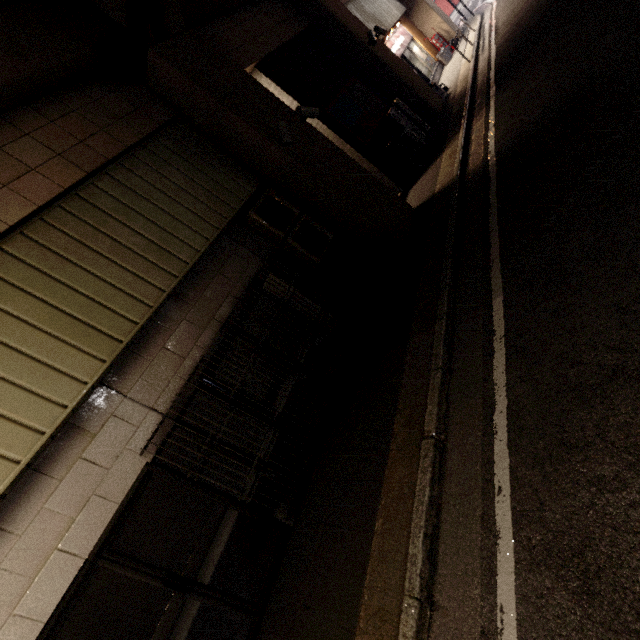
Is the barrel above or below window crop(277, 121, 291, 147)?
below

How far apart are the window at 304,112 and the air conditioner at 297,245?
1.5m

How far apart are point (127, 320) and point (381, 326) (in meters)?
3.69

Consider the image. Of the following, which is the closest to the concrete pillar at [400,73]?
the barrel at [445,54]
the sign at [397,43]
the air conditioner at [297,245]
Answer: the air conditioner at [297,245]

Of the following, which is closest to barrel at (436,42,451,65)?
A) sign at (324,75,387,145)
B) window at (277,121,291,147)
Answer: sign at (324,75,387,145)

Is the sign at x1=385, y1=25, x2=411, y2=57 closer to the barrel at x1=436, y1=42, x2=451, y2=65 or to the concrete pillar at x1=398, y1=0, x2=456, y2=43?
the concrete pillar at x1=398, y1=0, x2=456, y2=43

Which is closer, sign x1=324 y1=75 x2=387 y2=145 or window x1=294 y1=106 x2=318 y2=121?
window x1=294 y1=106 x2=318 y2=121

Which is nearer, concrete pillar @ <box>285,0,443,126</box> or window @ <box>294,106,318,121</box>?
window @ <box>294,106,318,121</box>
